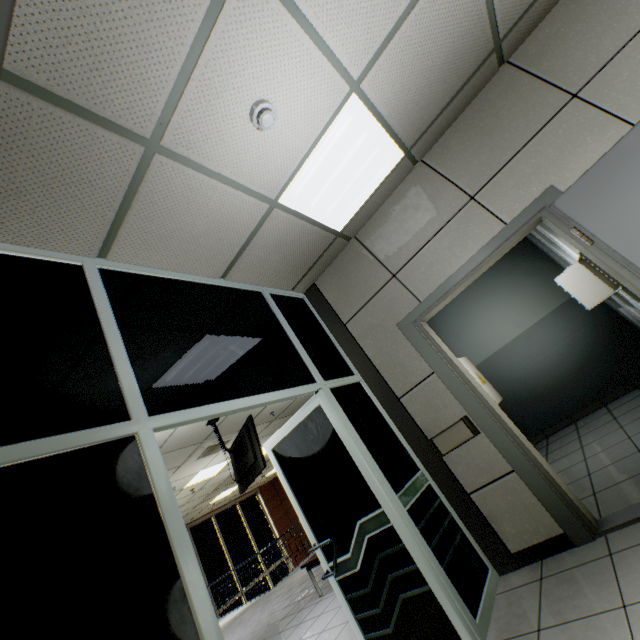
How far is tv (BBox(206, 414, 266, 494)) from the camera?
5.05m

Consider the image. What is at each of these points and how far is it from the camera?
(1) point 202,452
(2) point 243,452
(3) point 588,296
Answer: (1) air conditioning vent, 6.7 meters
(2) tv, 5.4 meters
(3) electrical shield door, 3.7 meters

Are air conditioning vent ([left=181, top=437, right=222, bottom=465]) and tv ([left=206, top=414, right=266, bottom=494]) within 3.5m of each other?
yes

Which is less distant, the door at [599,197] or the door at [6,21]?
the door at [6,21]

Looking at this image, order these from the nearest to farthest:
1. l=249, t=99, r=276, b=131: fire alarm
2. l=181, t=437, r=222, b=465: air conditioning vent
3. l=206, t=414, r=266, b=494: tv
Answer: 1. l=249, t=99, r=276, b=131: fire alarm
2. l=206, t=414, r=266, b=494: tv
3. l=181, t=437, r=222, b=465: air conditioning vent

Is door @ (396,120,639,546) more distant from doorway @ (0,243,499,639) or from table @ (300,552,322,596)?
table @ (300,552,322,596)

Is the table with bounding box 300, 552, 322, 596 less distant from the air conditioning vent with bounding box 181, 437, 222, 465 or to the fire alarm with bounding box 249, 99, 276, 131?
the air conditioning vent with bounding box 181, 437, 222, 465

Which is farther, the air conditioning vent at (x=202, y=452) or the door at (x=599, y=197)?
the air conditioning vent at (x=202, y=452)
